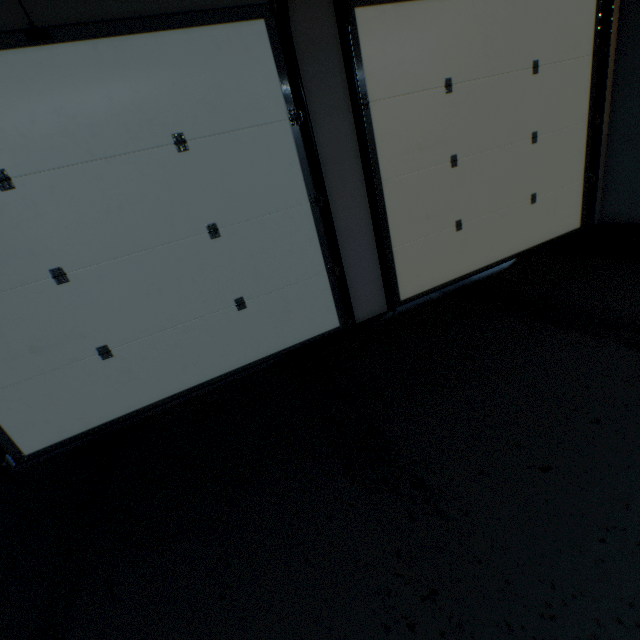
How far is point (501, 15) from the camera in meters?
2.4 m

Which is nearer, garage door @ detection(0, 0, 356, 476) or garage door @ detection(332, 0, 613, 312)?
garage door @ detection(0, 0, 356, 476)

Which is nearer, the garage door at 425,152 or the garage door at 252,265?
the garage door at 252,265
